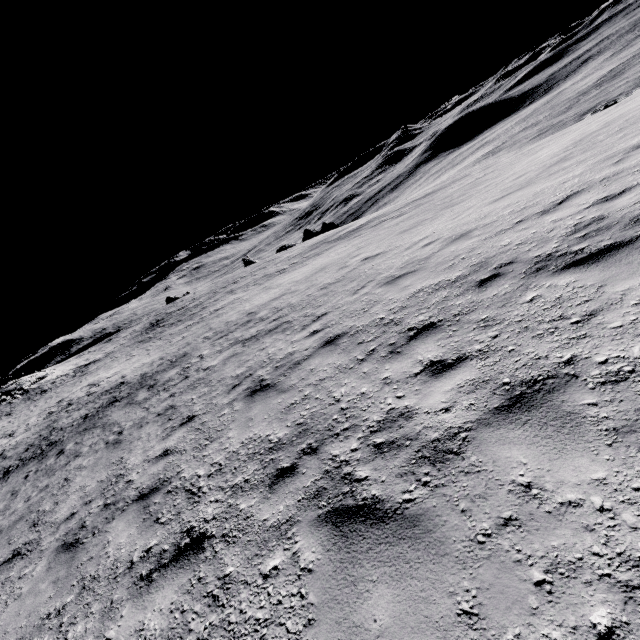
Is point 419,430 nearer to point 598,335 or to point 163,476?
point 598,335
